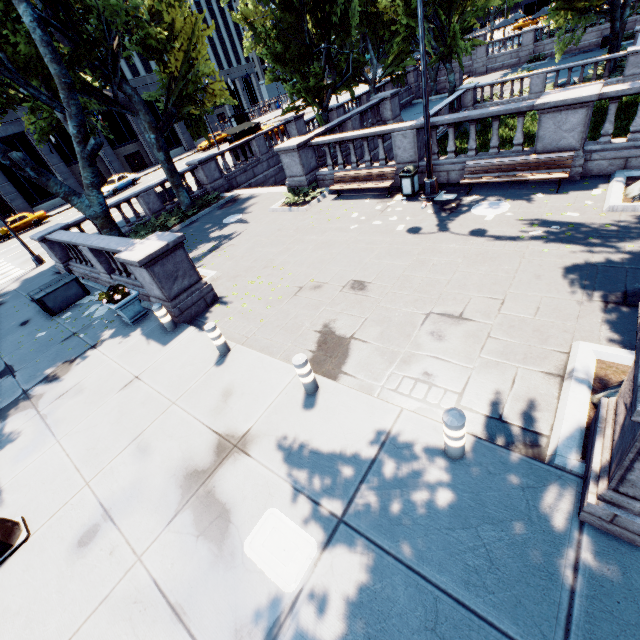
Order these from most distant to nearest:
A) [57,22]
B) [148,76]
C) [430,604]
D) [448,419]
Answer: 1. [148,76]
2. [57,22]
3. [448,419]
4. [430,604]

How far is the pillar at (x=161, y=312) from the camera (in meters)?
8.56

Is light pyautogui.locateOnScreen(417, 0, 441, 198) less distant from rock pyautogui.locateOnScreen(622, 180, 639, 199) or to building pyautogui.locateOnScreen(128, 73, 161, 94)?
rock pyautogui.locateOnScreen(622, 180, 639, 199)

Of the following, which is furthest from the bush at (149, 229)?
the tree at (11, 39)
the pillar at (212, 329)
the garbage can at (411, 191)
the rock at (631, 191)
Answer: the rock at (631, 191)

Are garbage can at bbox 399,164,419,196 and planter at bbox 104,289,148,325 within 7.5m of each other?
no

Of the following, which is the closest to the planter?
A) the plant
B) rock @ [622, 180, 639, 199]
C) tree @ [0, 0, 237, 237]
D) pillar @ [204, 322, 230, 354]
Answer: the plant

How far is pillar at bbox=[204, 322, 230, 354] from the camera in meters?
7.1 m

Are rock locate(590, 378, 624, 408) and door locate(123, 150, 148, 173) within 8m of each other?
no
